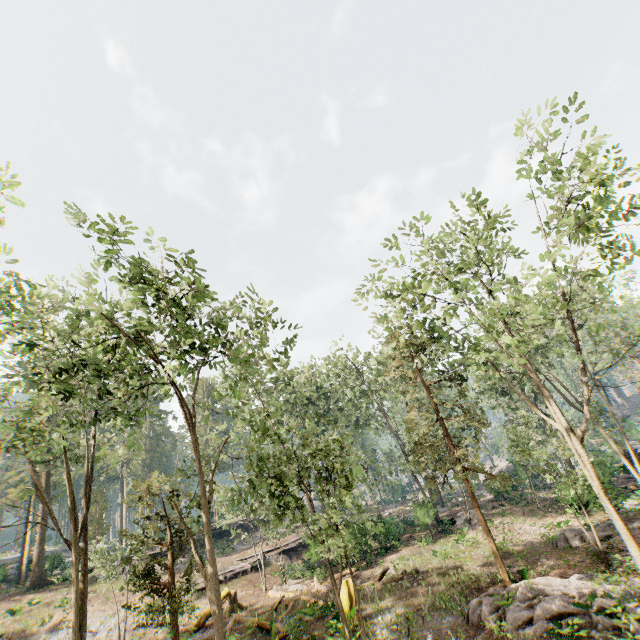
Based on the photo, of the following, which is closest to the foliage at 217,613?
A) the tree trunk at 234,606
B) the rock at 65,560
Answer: the rock at 65,560

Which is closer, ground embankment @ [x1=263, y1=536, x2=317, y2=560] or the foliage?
the foliage

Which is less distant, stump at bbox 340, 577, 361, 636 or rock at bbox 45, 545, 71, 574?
stump at bbox 340, 577, 361, 636

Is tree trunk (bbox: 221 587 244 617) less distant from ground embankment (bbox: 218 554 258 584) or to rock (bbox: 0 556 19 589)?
ground embankment (bbox: 218 554 258 584)

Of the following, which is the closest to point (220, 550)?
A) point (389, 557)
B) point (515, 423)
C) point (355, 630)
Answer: point (389, 557)

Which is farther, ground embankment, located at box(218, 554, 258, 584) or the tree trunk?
ground embankment, located at box(218, 554, 258, 584)

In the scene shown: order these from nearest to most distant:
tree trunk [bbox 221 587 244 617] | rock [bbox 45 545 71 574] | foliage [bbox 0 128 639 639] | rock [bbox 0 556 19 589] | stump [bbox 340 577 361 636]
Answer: foliage [bbox 0 128 639 639]
stump [bbox 340 577 361 636]
tree trunk [bbox 221 587 244 617]
rock [bbox 0 556 19 589]
rock [bbox 45 545 71 574]

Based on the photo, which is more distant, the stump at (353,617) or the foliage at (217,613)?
the stump at (353,617)
